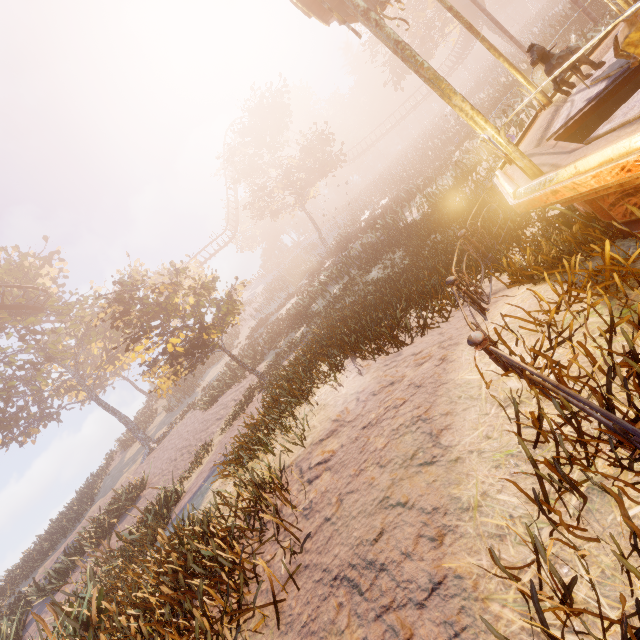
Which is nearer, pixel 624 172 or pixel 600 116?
pixel 624 172

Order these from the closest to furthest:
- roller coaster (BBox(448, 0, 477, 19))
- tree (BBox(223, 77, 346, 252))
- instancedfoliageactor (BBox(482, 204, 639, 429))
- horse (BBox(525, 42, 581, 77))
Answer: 1. instancedfoliageactor (BBox(482, 204, 639, 429))
2. horse (BBox(525, 42, 581, 77))
3. roller coaster (BBox(448, 0, 477, 19))
4. tree (BBox(223, 77, 346, 252))

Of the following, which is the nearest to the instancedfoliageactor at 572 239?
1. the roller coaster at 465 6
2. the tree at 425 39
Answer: the roller coaster at 465 6

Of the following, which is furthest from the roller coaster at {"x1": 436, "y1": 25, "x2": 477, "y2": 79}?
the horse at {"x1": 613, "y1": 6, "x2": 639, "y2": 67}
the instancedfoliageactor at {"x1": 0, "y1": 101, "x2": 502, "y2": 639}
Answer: the horse at {"x1": 613, "y1": 6, "x2": 639, "y2": 67}

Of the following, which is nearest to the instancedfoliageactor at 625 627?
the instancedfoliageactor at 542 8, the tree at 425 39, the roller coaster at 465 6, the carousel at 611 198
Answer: the carousel at 611 198

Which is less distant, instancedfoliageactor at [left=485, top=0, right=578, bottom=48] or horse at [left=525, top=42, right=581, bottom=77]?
horse at [left=525, top=42, right=581, bottom=77]

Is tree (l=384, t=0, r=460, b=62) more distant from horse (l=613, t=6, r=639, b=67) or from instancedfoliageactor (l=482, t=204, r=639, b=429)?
horse (l=613, t=6, r=639, b=67)

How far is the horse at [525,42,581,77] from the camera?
4.3 meters
